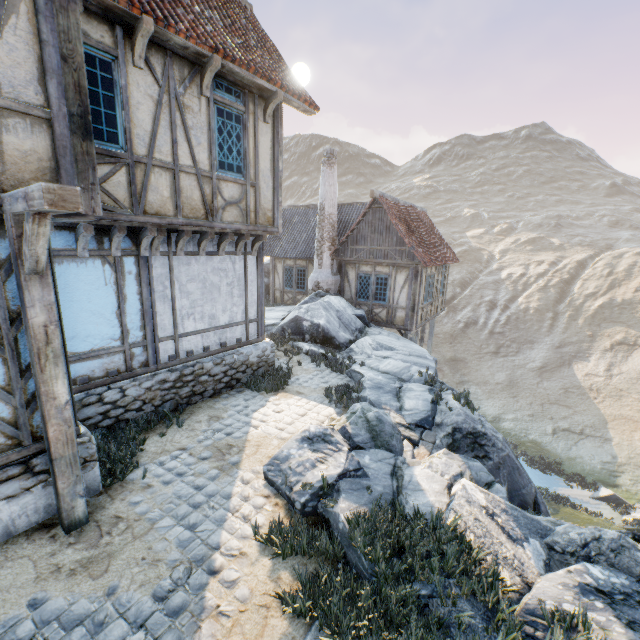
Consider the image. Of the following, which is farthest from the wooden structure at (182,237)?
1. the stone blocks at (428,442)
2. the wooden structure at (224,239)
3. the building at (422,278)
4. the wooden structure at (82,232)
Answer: the building at (422,278)

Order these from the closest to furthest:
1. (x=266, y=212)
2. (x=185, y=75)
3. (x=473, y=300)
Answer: (x=185, y=75) < (x=266, y=212) < (x=473, y=300)

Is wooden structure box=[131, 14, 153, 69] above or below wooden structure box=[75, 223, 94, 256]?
above

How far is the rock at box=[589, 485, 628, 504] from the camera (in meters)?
17.25

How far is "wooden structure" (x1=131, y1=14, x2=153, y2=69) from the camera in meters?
4.8 m

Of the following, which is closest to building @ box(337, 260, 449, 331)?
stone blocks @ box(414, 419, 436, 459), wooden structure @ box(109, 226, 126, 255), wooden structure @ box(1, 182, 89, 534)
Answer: wooden structure @ box(109, 226, 126, 255)

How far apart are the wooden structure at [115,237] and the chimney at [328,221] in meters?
10.6 m

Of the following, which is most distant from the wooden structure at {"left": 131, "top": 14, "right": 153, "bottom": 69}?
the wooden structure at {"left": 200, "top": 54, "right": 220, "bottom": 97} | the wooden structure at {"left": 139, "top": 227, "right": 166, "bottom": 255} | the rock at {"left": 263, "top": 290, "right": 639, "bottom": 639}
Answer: the rock at {"left": 263, "top": 290, "right": 639, "bottom": 639}
